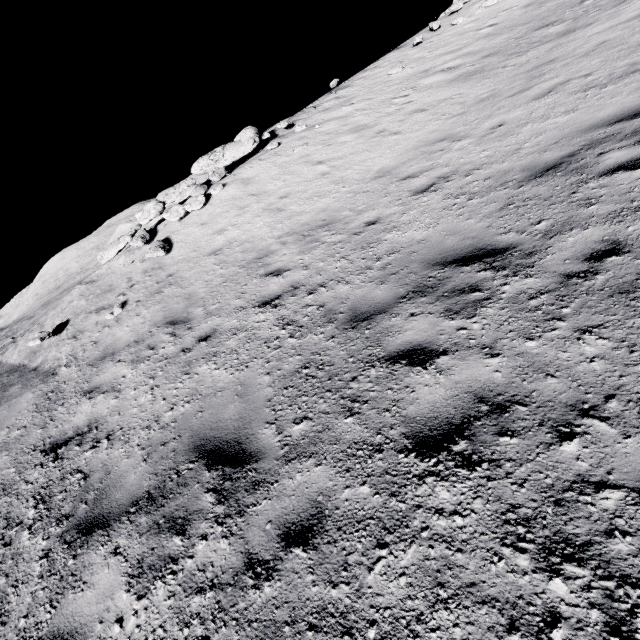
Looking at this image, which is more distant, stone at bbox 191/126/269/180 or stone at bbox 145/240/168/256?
stone at bbox 191/126/269/180

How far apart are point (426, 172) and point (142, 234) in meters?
9.8 m

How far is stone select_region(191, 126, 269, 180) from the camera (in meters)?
13.61

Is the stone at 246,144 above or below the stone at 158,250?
above

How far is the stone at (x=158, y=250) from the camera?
10.2 meters

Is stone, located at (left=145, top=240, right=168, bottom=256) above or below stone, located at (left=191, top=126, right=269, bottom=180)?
below

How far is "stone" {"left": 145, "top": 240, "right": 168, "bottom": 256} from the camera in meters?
10.2
